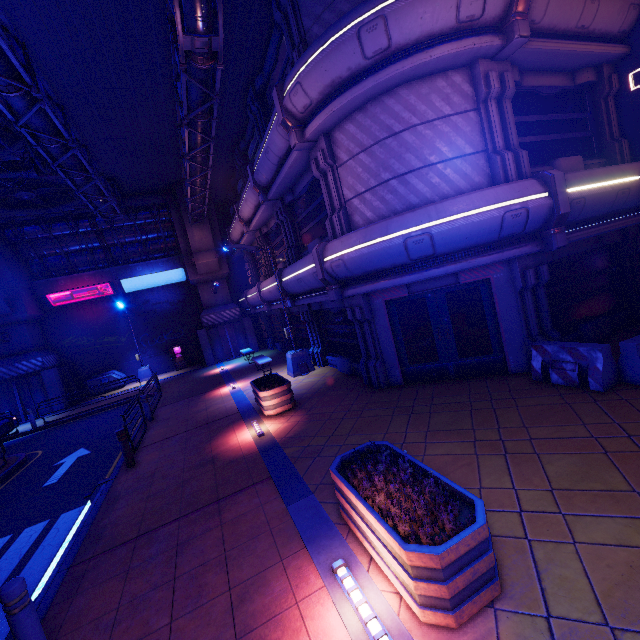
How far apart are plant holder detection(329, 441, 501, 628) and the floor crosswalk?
4.13m

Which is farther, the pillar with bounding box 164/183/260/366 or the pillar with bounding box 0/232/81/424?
the pillar with bounding box 164/183/260/366

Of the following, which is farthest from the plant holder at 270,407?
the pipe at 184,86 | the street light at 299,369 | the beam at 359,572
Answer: the pipe at 184,86

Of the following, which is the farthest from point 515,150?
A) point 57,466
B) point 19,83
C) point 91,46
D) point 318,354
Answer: point 57,466

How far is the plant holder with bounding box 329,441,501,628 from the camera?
2.9m

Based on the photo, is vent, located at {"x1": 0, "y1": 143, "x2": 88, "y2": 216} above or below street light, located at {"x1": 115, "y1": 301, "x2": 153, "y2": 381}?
above

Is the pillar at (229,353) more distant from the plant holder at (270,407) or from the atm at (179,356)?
the plant holder at (270,407)

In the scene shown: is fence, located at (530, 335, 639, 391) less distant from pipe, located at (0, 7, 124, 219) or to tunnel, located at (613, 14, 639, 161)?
tunnel, located at (613, 14, 639, 161)
